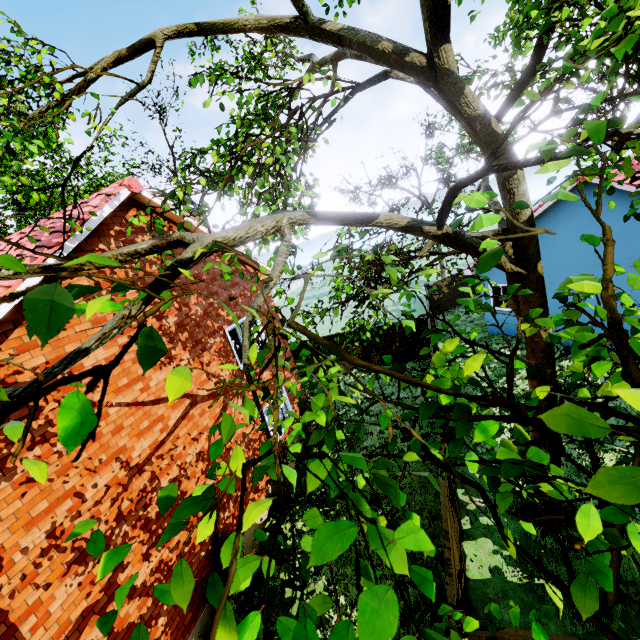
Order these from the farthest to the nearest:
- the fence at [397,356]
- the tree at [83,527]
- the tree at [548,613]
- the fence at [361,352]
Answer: the fence at [361,352]
the fence at [397,356]
the tree at [548,613]
the tree at [83,527]

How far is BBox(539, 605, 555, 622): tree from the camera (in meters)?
2.05

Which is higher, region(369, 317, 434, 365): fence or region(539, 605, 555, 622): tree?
region(539, 605, 555, 622): tree

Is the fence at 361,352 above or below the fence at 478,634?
below

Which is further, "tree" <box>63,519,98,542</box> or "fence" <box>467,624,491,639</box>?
"fence" <box>467,624,491,639</box>

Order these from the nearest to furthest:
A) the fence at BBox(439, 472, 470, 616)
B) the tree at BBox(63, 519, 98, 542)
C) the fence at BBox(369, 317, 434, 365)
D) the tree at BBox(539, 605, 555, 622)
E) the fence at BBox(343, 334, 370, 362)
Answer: the tree at BBox(63, 519, 98, 542)
the tree at BBox(539, 605, 555, 622)
the fence at BBox(439, 472, 470, 616)
the fence at BBox(369, 317, 434, 365)
the fence at BBox(343, 334, 370, 362)

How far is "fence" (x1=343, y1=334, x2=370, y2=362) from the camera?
17.4m

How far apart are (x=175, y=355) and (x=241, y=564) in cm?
731
